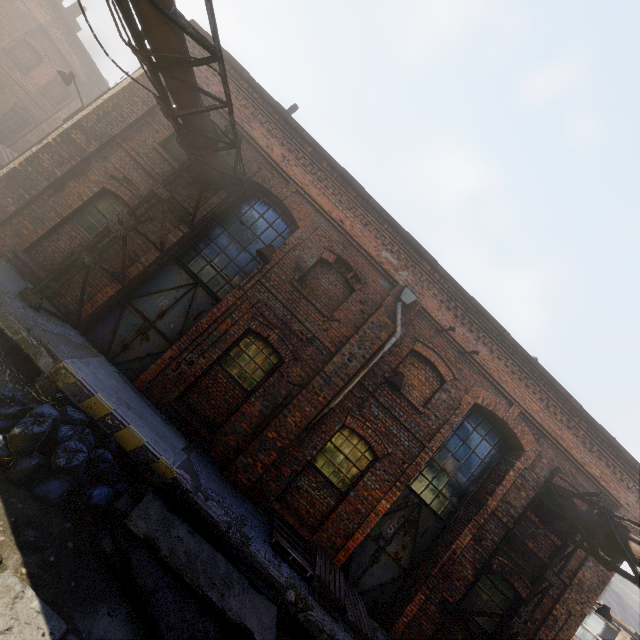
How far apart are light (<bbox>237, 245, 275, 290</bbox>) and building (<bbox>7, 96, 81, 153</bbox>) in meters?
19.2

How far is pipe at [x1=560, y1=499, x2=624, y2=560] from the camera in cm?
680

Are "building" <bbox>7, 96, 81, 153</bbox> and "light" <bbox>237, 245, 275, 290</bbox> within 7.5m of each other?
no

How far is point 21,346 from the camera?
6.0m

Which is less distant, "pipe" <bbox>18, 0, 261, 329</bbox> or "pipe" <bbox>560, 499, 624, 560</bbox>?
"pipe" <bbox>18, 0, 261, 329</bbox>

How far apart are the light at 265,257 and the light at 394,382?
3.85m

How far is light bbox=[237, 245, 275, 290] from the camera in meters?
7.3 m

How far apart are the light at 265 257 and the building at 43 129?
19.20m
